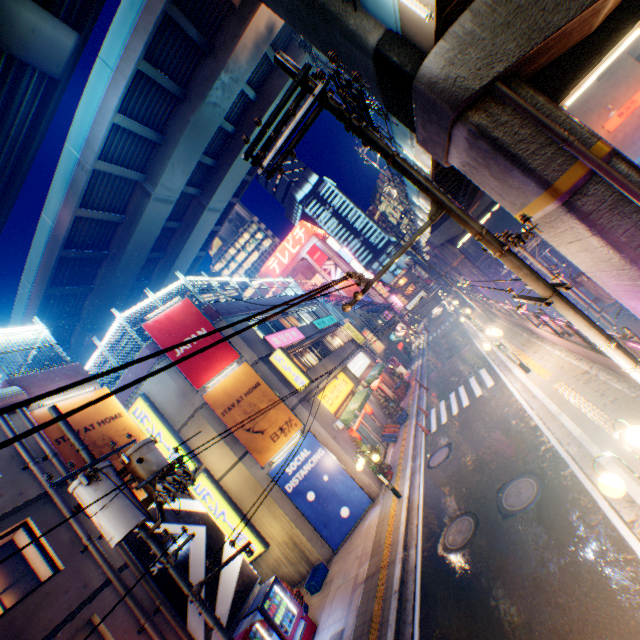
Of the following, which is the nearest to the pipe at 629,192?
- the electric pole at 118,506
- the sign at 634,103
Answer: the electric pole at 118,506

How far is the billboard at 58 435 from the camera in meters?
9.8 m

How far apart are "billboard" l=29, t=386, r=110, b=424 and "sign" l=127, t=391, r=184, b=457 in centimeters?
313cm

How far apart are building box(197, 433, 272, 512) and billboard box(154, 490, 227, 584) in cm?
289

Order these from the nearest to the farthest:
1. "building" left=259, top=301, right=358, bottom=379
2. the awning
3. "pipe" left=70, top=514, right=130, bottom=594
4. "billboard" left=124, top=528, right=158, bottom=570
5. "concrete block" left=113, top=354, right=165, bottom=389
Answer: "pipe" left=70, top=514, right=130, bottom=594 < "billboard" left=124, top=528, right=158, bottom=570 < "concrete block" left=113, top=354, right=165, bottom=389 < the awning < "building" left=259, top=301, right=358, bottom=379

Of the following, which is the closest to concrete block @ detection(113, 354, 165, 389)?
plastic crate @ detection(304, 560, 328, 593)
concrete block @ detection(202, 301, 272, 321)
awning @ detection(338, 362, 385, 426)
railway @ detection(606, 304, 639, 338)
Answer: concrete block @ detection(202, 301, 272, 321)

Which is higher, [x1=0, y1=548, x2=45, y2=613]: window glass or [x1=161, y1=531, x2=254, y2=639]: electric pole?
[x1=0, y1=548, x2=45, y2=613]: window glass

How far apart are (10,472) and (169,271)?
23.96m
